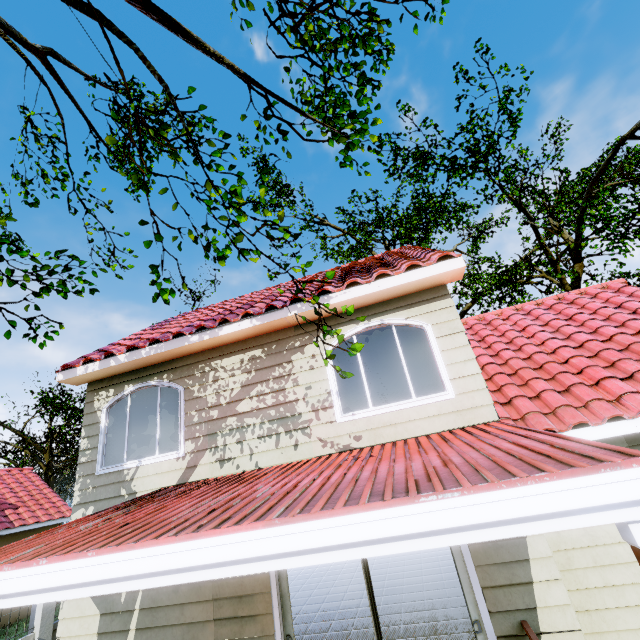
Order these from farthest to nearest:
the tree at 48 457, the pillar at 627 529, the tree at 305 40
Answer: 1. the tree at 48 457
2. the tree at 305 40
3. the pillar at 627 529

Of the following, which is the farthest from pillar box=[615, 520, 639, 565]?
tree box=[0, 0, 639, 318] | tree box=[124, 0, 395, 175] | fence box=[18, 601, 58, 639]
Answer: tree box=[0, 0, 639, 318]

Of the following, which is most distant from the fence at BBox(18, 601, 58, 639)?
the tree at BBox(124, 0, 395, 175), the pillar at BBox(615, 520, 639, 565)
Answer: the pillar at BBox(615, 520, 639, 565)

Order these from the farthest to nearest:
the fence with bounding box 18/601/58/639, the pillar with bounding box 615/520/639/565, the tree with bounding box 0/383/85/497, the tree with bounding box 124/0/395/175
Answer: the tree with bounding box 0/383/85/497 → the fence with bounding box 18/601/58/639 → the tree with bounding box 124/0/395/175 → the pillar with bounding box 615/520/639/565

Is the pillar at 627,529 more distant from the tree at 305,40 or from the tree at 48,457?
the tree at 48,457

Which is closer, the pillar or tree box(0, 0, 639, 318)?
the pillar

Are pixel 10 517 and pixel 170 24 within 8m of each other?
no

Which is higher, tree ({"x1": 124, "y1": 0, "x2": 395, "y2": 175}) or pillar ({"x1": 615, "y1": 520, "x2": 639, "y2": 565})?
tree ({"x1": 124, "y1": 0, "x2": 395, "y2": 175})
